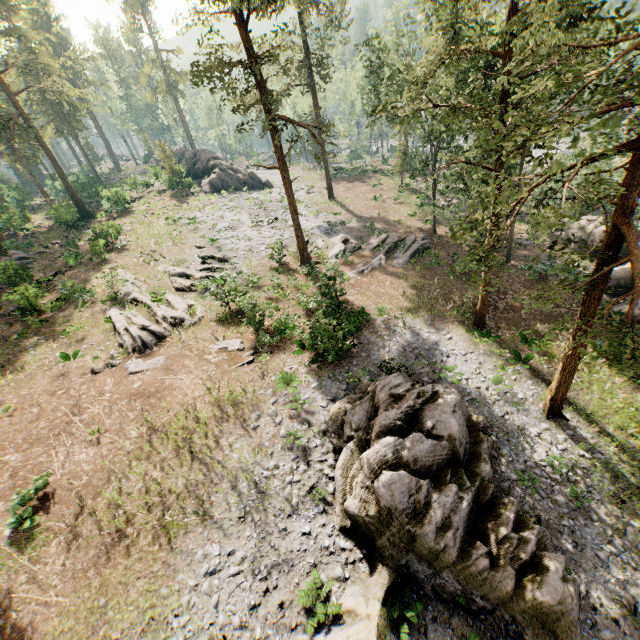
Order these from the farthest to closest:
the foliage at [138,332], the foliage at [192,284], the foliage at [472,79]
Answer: → the foliage at [192,284] < the foliage at [138,332] < the foliage at [472,79]

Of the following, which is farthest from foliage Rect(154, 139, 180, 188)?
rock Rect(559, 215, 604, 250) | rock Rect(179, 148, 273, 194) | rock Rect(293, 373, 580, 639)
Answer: rock Rect(293, 373, 580, 639)

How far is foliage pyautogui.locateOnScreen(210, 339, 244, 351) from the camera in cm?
1900

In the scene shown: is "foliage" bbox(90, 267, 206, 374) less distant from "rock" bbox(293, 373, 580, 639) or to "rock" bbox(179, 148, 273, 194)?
"rock" bbox(179, 148, 273, 194)

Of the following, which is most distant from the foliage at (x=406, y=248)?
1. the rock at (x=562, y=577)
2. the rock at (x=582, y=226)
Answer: the rock at (x=562, y=577)

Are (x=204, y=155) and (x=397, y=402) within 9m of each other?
no

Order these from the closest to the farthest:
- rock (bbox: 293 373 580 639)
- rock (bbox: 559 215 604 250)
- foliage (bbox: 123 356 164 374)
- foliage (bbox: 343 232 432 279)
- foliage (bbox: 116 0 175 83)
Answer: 1. rock (bbox: 293 373 580 639)
2. foliage (bbox: 123 356 164 374)
3. foliage (bbox: 343 232 432 279)
4. rock (bbox: 559 215 604 250)
5. foliage (bbox: 116 0 175 83)
